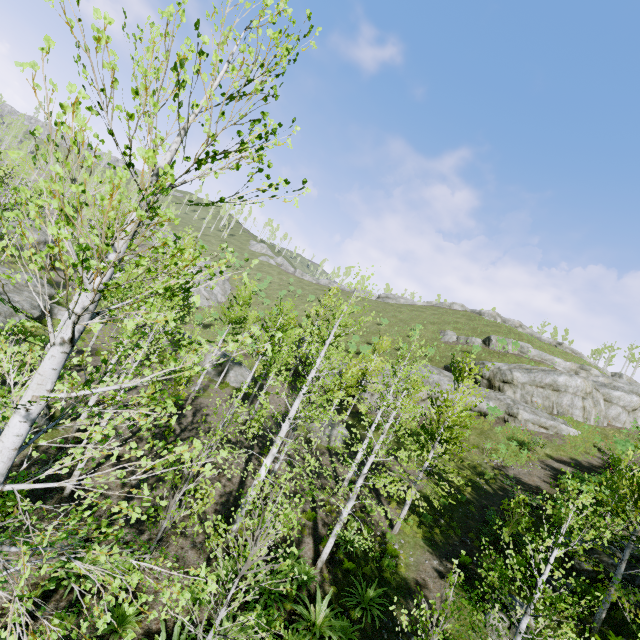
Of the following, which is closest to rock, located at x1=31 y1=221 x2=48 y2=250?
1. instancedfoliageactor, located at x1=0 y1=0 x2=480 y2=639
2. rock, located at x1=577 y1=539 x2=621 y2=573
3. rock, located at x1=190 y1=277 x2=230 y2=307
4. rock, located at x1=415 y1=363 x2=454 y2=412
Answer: instancedfoliageactor, located at x1=0 y1=0 x2=480 y2=639

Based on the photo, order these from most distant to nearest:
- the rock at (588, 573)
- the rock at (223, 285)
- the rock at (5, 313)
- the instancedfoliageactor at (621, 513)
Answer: the rock at (223, 285) → the rock at (5, 313) → the rock at (588, 573) → the instancedfoliageactor at (621, 513)

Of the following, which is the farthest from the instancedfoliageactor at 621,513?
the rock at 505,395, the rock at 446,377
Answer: the rock at 505,395

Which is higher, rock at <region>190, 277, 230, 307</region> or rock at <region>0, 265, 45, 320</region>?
rock at <region>190, 277, 230, 307</region>

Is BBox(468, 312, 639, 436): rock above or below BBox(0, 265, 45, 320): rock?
above

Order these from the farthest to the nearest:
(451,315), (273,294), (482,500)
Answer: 1. (273,294)
2. (451,315)
3. (482,500)

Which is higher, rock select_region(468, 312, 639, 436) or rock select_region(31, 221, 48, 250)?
rock select_region(468, 312, 639, 436)

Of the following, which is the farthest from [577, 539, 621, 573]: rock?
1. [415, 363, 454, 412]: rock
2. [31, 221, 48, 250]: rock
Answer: [31, 221, 48, 250]: rock
